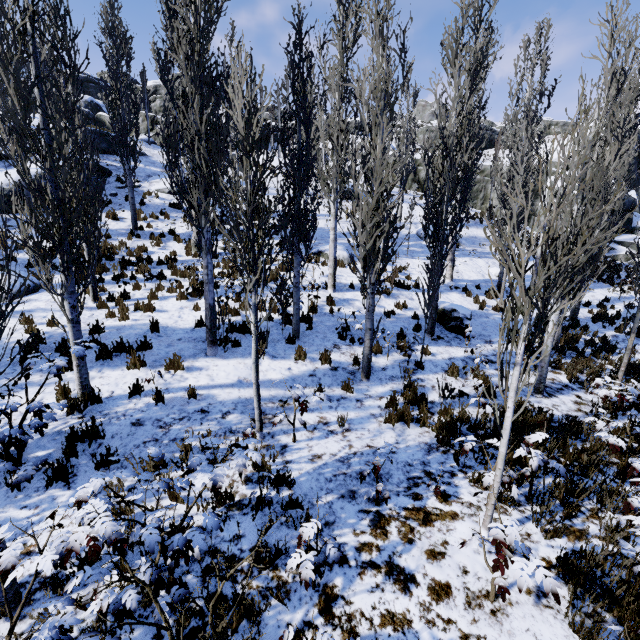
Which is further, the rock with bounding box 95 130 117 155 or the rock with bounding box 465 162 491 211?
the rock with bounding box 465 162 491 211

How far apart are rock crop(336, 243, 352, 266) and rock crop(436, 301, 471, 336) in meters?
5.0 m

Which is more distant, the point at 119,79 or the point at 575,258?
the point at 119,79

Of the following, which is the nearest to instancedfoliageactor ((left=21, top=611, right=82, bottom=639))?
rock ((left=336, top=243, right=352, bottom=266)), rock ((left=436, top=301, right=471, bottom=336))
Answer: rock ((left=336, top=243, right=352, bottom=266))

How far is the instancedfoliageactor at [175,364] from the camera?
6.71m

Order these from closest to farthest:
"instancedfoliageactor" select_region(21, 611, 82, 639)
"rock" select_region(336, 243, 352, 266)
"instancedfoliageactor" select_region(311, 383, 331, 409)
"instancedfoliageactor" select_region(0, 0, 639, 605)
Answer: "instancedfoliageactor" select_region(21, 611, 82, 639)
"instancedfoliageactor" select_region(0, 0, 639, 605)
"instancedfoliageactor" select_region(311, 383, 331, 409)
"rock" select_region(336, 243, 352, 266)

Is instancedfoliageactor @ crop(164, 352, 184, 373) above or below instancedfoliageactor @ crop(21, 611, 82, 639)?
above

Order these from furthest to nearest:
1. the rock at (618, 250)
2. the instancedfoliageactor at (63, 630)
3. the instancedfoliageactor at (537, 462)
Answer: the rock at (618, 250), the instancedfoliageactor at (537, 462), the instancedfoliageactor at (63, 630)
